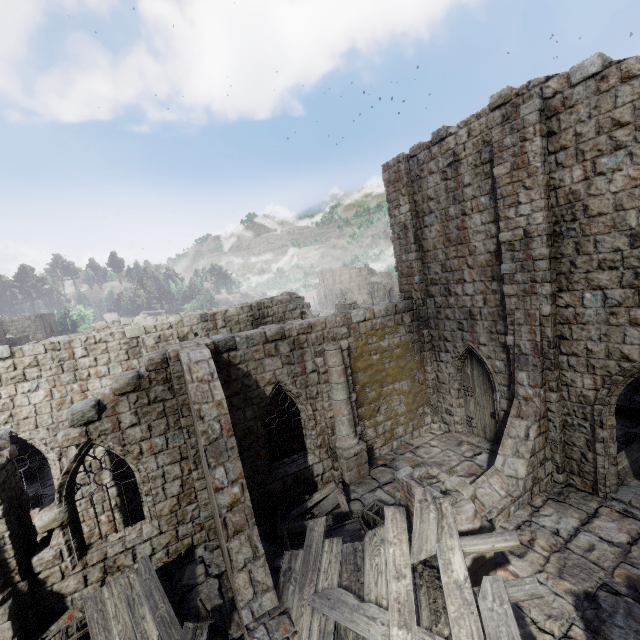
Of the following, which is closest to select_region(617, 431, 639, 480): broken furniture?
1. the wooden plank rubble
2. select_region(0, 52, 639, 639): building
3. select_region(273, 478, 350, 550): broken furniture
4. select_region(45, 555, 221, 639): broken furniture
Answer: select_region(0, 52, 639, 639): building

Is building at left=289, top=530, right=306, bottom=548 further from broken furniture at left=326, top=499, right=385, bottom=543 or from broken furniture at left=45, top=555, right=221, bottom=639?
broken furniture at left=45, top=555, right=221, bottom=639

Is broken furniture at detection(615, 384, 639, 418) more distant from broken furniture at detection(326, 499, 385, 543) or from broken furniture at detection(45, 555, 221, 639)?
broken furniture at detection(45, 555, 221, 639)

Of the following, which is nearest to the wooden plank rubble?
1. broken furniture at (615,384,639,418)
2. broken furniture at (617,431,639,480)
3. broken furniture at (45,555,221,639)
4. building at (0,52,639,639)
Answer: building at (0,52,639,639)

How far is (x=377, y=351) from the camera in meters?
12.9

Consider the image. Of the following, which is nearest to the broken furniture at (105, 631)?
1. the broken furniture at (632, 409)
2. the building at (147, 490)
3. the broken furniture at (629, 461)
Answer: the building at (147, 490)

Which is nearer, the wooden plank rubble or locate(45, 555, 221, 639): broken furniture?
the wooden plank rubble

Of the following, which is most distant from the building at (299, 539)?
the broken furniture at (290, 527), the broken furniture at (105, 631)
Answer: the broken furniture at (105, 631)
